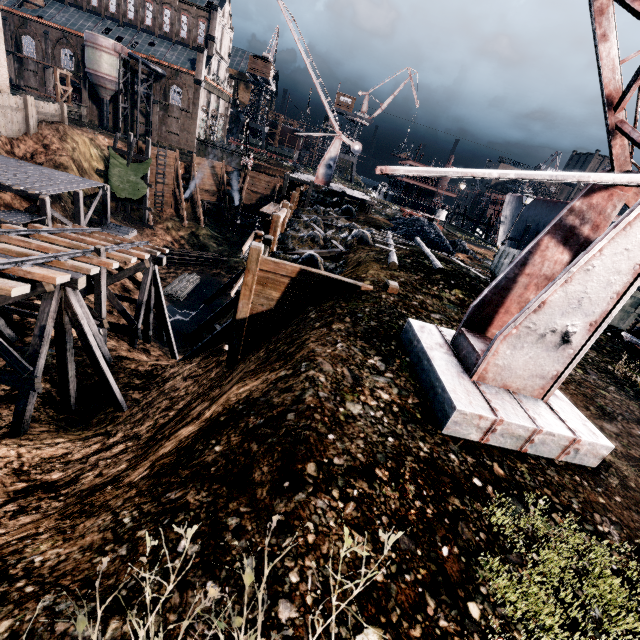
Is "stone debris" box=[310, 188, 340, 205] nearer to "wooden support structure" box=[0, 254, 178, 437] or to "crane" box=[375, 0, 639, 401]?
"wooden support structure" box=[0, 254, 178, 437]

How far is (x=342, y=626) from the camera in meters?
2.7

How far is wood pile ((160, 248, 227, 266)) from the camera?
40.7 meters

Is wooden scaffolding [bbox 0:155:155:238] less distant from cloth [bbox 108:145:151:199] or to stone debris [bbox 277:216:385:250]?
cloth [bbox 108:145:151:199]

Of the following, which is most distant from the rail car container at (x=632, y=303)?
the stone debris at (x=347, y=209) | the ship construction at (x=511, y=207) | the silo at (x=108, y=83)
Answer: the silo at (x=108, y=83)

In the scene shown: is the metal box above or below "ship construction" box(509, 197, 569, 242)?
below

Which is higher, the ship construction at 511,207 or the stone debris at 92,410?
the ship construction at 511,207

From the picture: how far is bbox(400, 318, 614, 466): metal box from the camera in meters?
5.1 m
